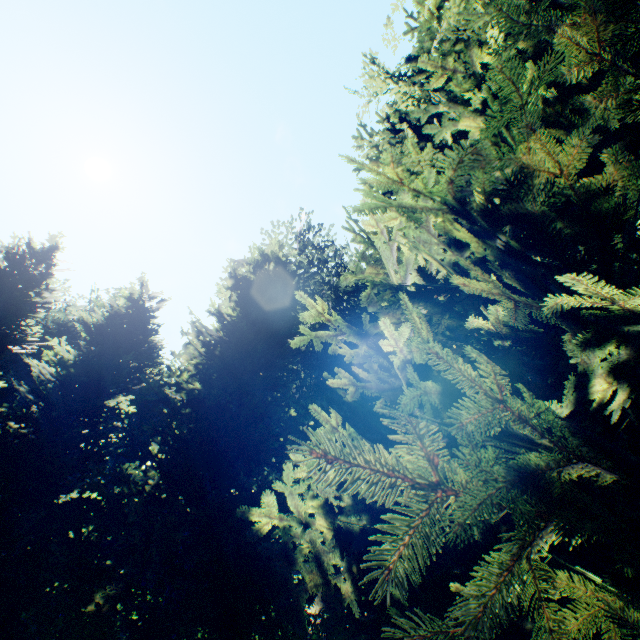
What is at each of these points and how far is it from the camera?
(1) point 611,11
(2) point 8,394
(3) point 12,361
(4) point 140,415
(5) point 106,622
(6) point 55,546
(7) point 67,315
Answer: (1) plant, 3.1 meters
(2) plant, 25.6 meters
(3) plant, 24.9 meters
(4) plant, 32.7 meters
(5) hedge, 9.5 meters
(6) tree, 8.3 meters
(7) plant, 29.7 meters

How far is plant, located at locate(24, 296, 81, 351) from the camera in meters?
27.5 m

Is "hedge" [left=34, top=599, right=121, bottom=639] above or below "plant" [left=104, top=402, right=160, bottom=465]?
below

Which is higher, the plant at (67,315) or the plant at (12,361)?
the plant at (67,315)

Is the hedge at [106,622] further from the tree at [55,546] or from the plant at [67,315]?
the plant at [67,315]

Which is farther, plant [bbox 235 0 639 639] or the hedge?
the hedge

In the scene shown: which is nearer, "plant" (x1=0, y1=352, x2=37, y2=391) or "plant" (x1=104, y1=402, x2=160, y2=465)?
"plant" (x1=0, y1=352, x2=37, y2=391)
